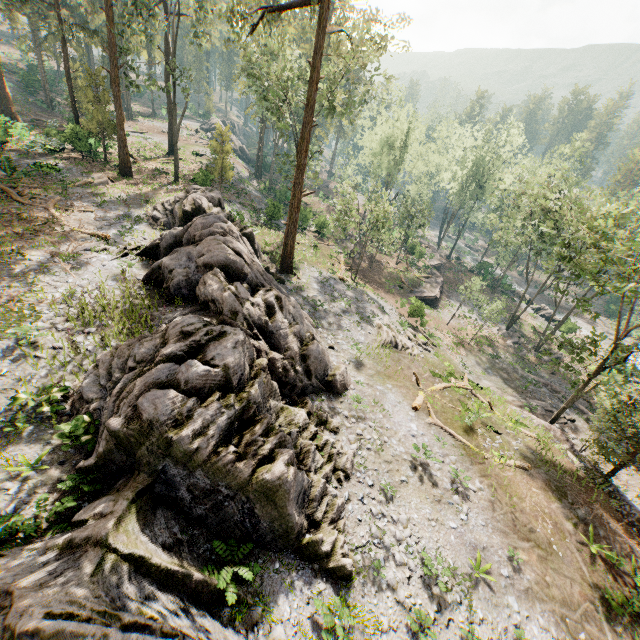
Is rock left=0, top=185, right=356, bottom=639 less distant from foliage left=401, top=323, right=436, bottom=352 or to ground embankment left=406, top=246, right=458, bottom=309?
foliage left=401, top=323, right=436, bottom=352

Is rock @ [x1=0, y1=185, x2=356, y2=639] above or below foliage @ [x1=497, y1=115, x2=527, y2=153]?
below

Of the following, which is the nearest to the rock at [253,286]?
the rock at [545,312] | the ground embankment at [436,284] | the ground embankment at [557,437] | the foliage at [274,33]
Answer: the foliage at [274,33]

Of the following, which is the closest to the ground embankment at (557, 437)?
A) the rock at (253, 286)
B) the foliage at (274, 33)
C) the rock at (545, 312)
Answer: the foliage at (274, 33)

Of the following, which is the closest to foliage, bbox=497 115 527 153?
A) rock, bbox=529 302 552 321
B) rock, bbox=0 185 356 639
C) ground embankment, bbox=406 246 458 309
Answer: rock, bbox=529 302 552 321

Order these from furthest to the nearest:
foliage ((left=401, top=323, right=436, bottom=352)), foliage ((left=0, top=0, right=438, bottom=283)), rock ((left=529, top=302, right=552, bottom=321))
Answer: rock ((left=529, top=302, right=552, bottom=321)) < foliage ((left=401, top=323, right=436, bottom=352)) < foliage ((left=0, top=0, right=438, bottom=283))

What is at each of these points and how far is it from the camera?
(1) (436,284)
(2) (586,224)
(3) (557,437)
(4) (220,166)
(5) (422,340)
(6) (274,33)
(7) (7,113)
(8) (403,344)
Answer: (1) ground embankment, 45.3m
(2) foliage, 21.6m
(3) ground embankment, 22.5m
(4) foliage, 32.6m
(5) foliage, 28.1m
(6) foliage, 44.5m
(7) foliage, 34.7m
(8) foliage, 25.2m
